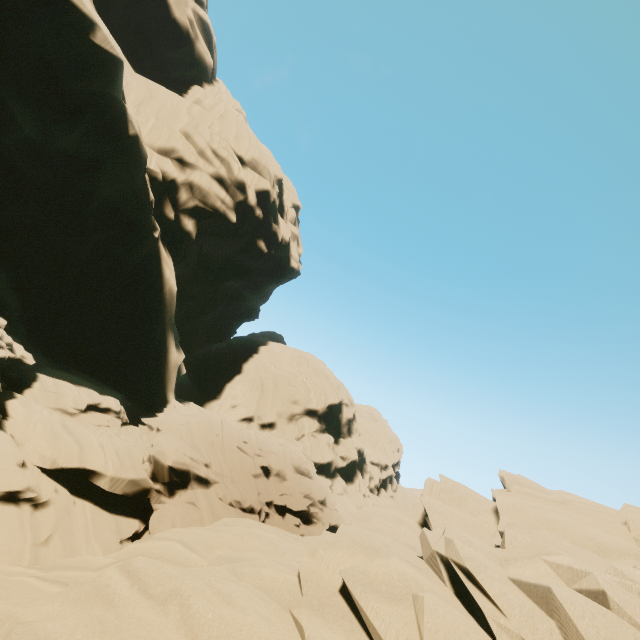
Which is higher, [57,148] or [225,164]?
[225,164]
